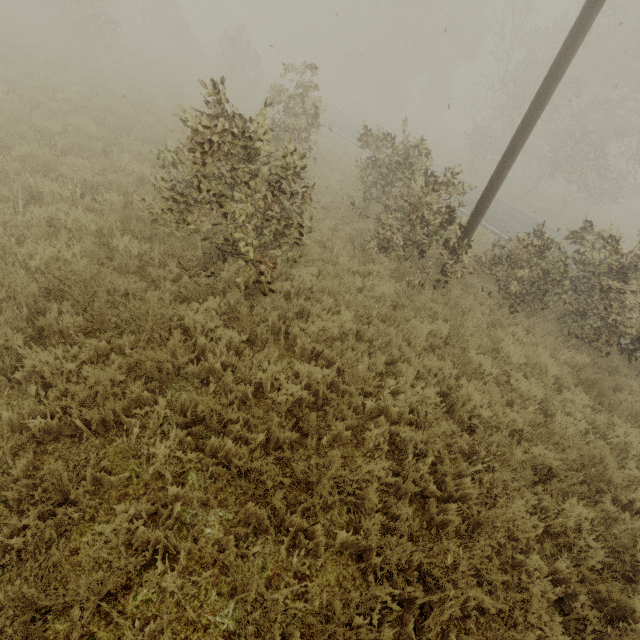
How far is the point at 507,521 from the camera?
4.0 meters
